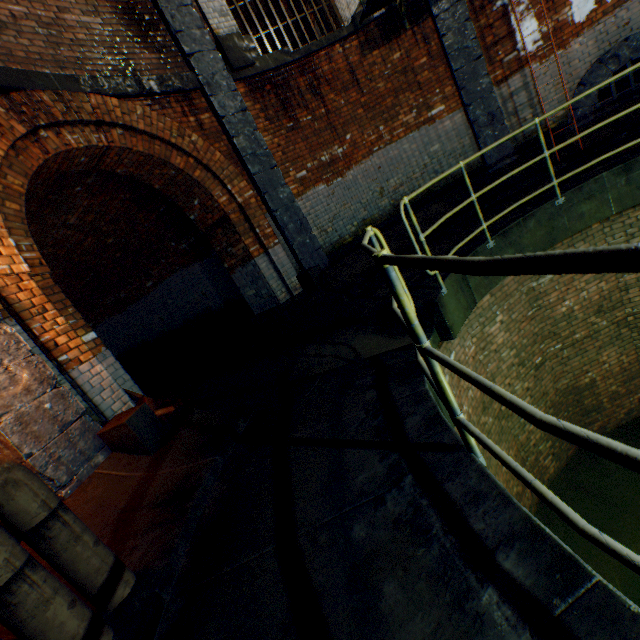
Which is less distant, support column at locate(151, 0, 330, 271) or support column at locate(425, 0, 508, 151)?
support column at locate(151, 0, 330, 271)

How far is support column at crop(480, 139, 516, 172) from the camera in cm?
777

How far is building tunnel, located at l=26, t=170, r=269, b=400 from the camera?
6.9m

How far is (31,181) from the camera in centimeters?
420cm

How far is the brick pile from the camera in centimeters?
400cm

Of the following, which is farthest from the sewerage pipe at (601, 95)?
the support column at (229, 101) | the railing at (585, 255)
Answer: the railing at (585, 255)

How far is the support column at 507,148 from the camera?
7.8 meters

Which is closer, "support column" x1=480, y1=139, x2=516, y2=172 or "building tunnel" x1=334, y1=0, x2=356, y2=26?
"support column" x1=480, y1=139, x2=516, y2=172
